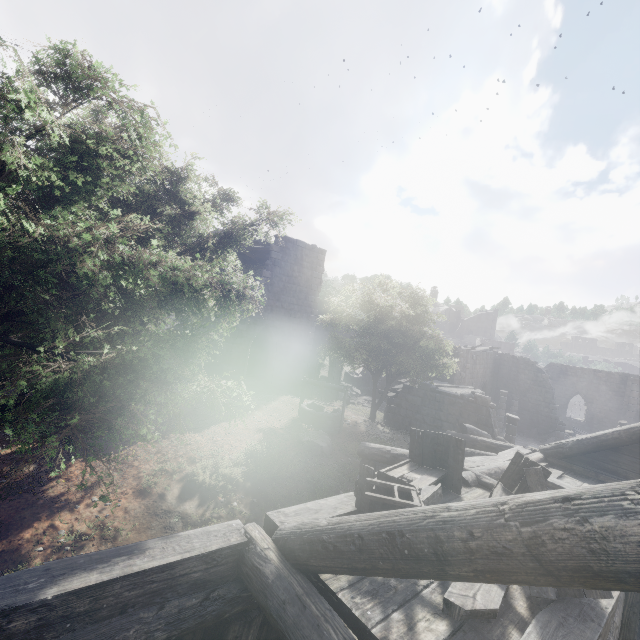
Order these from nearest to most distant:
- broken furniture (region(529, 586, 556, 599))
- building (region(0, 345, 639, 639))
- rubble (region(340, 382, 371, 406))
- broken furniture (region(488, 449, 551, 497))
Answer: building (region(0, 345, 639, 639)) → broken furniture (region(529, 586, 556, 599)) → broken furniture (region(488, 449, 551, 497)) → rubble (region(340, 382, 371, 406))

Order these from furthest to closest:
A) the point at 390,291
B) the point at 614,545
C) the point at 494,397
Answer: the point at 494,397 < the point at 390,291 < the point at 614,545

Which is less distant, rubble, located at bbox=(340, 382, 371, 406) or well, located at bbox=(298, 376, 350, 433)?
well, located at bbox=(298, 376, 350, 433)

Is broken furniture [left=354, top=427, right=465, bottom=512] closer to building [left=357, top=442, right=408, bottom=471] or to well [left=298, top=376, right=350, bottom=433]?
building [left=357, top=442, right=408, bottom=471]

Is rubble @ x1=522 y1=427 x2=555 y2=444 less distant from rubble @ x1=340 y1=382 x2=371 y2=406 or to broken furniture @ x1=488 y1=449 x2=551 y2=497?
rubble @ x1=340 y1=382 x2=371 y2=406

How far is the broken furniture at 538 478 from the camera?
5.1 meters

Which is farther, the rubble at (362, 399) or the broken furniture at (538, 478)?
the rubble at (362, 399)

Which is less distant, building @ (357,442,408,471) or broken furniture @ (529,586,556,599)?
broken furniture @ (529,586,556,599)
